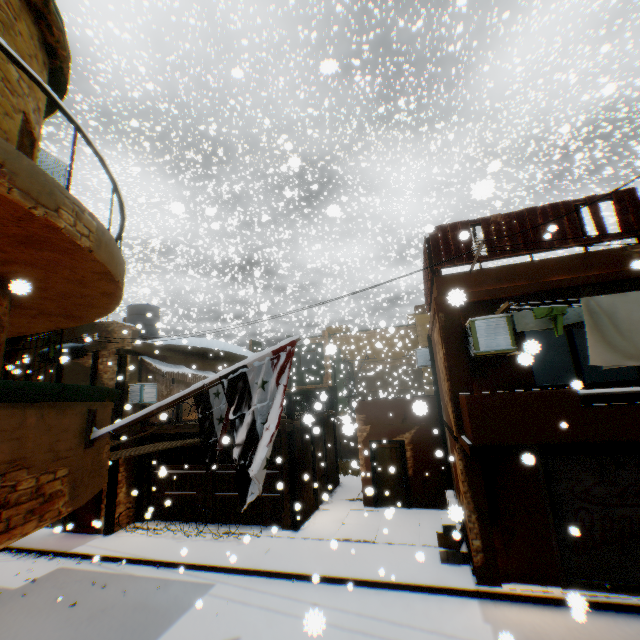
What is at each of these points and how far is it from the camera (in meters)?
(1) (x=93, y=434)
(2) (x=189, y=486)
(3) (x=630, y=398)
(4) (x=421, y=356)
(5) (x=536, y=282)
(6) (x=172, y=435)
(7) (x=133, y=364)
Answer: (1) flagpole, 3.83
(2) wooden gate, 12.79
(3) building, 6.74
(4) air conditioner, 14.36
(5) building, 7.48
(6) wooden beam, 13.41
(7) building, 13.85

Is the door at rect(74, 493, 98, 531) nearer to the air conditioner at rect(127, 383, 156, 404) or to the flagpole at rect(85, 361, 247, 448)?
the air conditioner at rect(127, 383, 156, 404)

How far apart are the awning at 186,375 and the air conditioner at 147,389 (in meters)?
0.48

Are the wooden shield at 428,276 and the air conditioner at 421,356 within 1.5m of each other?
yes

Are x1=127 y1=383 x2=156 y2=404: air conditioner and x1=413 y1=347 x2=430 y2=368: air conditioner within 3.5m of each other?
no

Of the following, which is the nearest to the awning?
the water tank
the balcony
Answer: the water tank

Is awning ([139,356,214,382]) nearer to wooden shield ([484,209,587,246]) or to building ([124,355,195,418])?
building ([124,355,195,418])

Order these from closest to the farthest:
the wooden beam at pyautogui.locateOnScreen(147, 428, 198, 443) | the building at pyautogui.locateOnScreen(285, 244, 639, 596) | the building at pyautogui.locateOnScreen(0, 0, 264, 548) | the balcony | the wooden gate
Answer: the building at pyautogui.locateOnScreen(0, 0, 264, 548), the balcony, the building at pyautogui.locateOnScreen(285, 244, 639, 596), the wooden gate, the wooden beam at pyautogui.locateOnScreen(147, 428, 198, 443)
